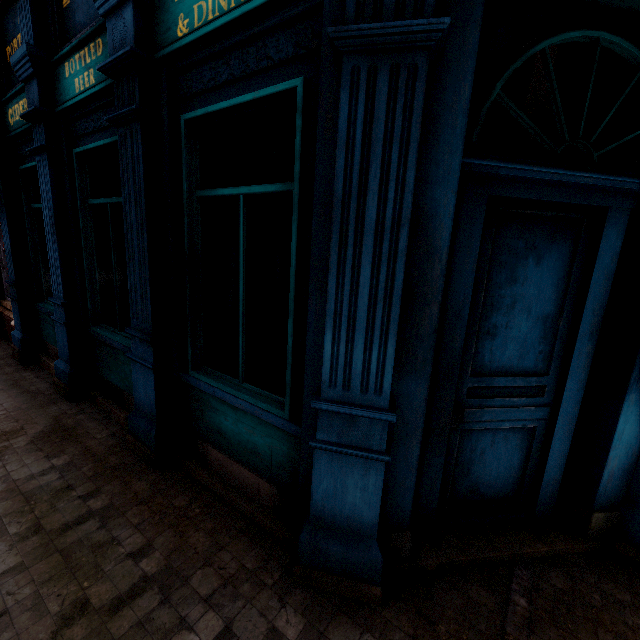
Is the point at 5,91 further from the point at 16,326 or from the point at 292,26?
the point at 292,26
